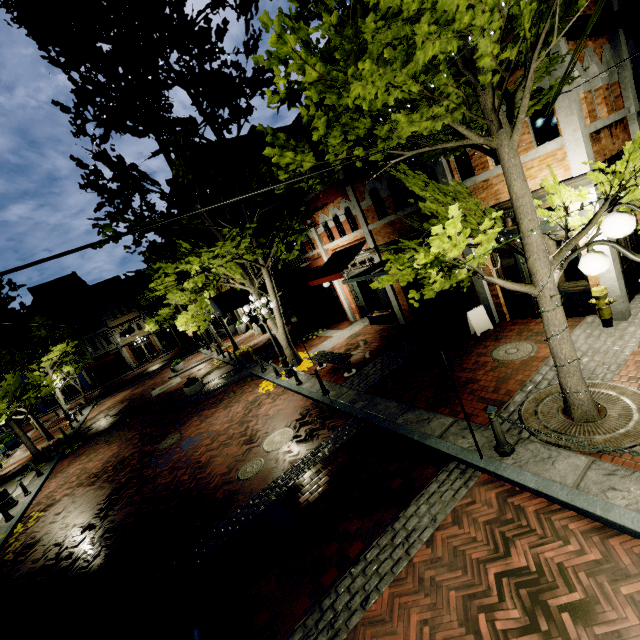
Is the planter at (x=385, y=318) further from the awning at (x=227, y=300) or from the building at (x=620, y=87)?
the awning at (x=227, y=300)

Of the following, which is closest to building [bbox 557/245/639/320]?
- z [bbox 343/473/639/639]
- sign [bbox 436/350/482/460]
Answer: z [bbox 343/473/639/639]

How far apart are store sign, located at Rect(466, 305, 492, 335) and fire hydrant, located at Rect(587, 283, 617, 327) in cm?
251

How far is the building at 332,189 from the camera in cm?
980

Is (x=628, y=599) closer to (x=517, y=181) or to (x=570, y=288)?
(x=517, y=181)

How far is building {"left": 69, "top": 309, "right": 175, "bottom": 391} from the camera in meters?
42.0

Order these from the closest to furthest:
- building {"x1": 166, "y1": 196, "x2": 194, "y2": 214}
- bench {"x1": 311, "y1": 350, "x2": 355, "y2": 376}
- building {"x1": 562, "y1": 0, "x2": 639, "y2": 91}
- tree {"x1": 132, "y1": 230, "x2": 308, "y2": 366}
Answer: building {"x1": 562, "y1": 0, "x2": 639, "y2": 91}, bench {"x1": 311, "y1": 350, "x2": 355, "y2": 376}, tree {"x1": 132, "y1": 230, "x2": 308, "y2": 366}, building {"x1": 166, "y1": 196, "x2": 194, "y2": 214}

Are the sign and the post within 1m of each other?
yes
